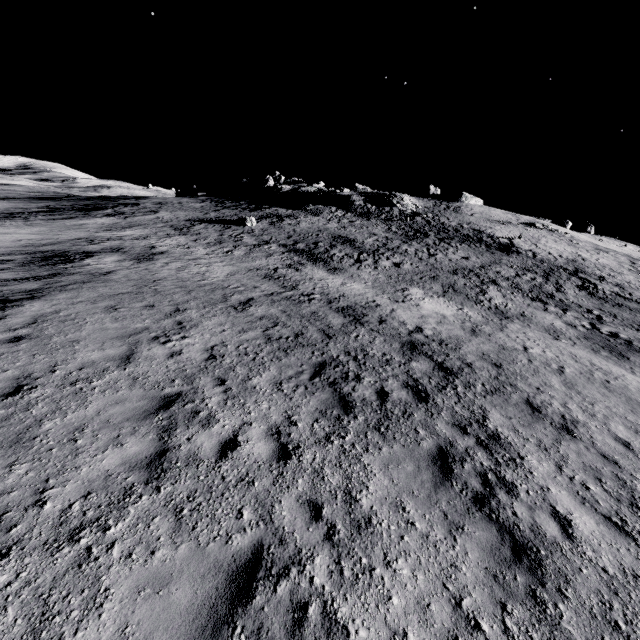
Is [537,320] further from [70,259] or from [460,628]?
[70,259]
